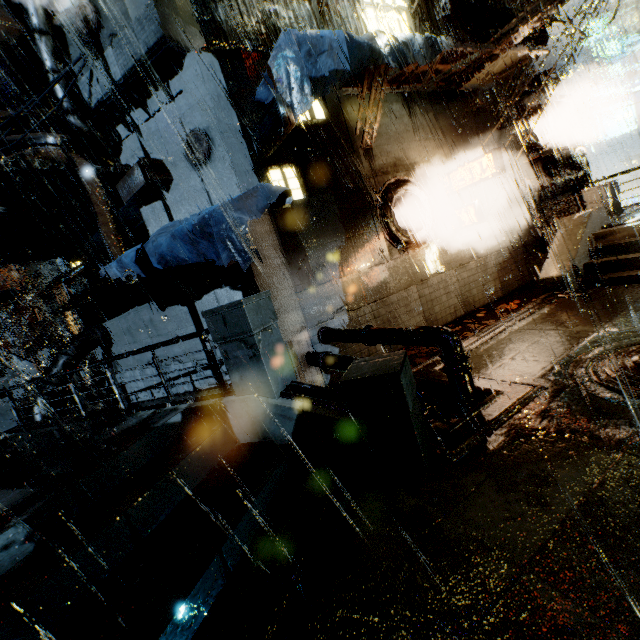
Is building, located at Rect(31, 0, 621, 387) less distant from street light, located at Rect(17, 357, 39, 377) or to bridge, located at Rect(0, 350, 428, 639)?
bridge, located at Rect(0, 350, 428, 639)

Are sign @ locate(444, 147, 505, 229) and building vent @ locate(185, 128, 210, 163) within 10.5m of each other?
yes

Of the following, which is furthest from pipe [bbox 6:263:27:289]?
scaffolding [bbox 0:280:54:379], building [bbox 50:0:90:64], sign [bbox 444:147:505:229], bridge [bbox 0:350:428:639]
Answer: sign [bbox 444:147:505:229]

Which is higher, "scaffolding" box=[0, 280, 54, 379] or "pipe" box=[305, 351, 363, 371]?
"scaffolding" box=[0, 280, 54, 379]

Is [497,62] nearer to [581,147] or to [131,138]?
[581,147]

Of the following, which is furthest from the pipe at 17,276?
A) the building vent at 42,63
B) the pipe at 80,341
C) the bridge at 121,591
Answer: the bridge at 121,591

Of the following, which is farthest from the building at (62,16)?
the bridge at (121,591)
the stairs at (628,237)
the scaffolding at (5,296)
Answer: the stairs at (628,237)

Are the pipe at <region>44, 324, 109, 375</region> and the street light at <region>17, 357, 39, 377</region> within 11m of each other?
no
